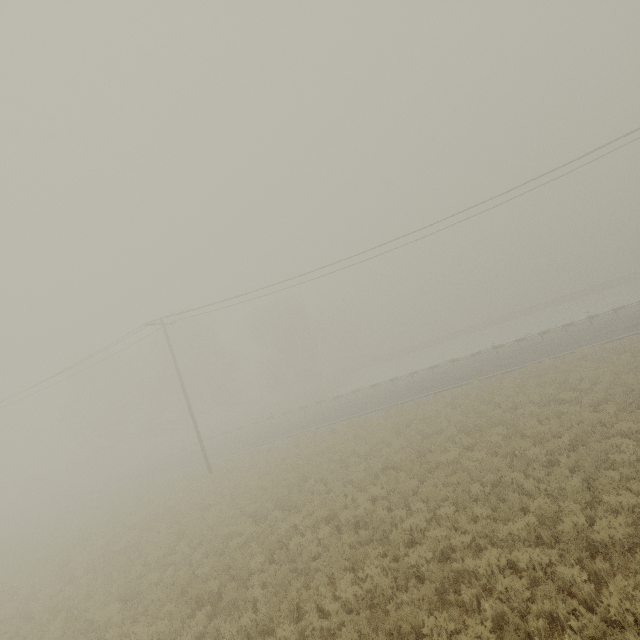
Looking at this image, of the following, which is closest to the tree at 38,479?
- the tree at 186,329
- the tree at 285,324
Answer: → the tree at 186,329

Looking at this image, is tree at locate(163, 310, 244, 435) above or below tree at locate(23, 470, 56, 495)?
above

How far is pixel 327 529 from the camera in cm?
1077

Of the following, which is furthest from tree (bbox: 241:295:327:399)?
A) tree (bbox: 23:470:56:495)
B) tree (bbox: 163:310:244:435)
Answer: tree (bbox: 23:470:56:495)

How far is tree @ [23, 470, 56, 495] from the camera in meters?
48.7

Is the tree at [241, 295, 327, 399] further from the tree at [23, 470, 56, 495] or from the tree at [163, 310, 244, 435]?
the tree at [23, 470, 56, 495]

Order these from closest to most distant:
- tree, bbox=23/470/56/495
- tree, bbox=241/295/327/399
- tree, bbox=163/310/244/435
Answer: tree, bbox=163/310/244/435 < tree, bbox=23/470/56/495 < tree, bbox=241/295/327/399
